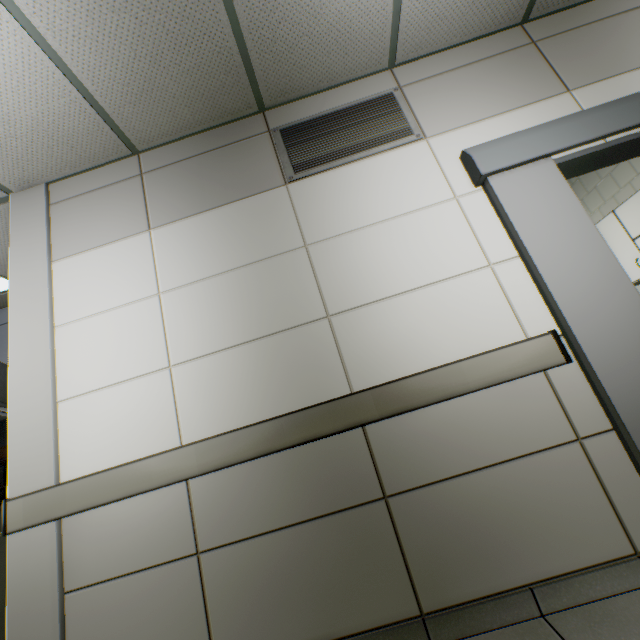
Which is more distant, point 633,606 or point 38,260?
point 38,260

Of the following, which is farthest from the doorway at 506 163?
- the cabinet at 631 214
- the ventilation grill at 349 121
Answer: the cabinet at 631 214

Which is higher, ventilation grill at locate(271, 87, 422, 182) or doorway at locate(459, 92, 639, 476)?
ventilation grill at locate(271, 87, 422, 182)

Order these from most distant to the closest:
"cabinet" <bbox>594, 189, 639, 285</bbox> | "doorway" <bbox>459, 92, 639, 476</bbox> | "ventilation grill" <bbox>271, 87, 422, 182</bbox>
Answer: "cabinet" <bbox>594, 189, 639, 285</bbox> < "ventilation grill" <bbox>271, 87, 422, 182</bbox> < "doorway" <bbox>459, 92, 639, 476</bbox>

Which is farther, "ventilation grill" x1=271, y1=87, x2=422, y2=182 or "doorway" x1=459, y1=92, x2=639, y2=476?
"ventilation grill" x1=271, y1=87, x2=422, y2=182

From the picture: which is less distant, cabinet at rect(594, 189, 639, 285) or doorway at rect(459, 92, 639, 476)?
doorway at rect(459, 92, 639, 476)

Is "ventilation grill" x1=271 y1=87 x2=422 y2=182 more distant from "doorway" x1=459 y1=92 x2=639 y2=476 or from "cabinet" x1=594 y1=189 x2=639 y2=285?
"cabinet" x1=594 y1=189 x2=639 y2=285
